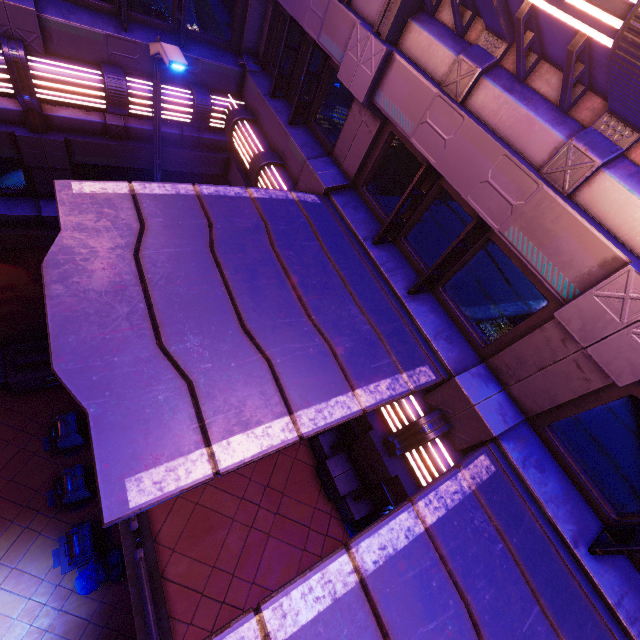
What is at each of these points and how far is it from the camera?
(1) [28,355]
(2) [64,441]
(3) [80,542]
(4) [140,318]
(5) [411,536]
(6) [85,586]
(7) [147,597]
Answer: (1) generator, 11.2 meters
(2) trash can, 10.6 meters
(3) trash can, 9.2 meters
(4) awning, 3.4 meters
(5) awning, 3.1 meters
(6) trash bag, 9.2 meters
(7) railing, 4.8 meters

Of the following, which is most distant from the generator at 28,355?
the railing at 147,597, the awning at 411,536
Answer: the awning at 411,536

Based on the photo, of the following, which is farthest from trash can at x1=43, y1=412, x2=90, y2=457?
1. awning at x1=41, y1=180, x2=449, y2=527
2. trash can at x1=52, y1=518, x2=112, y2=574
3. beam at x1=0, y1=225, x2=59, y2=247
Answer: awning at x1=41, y1=180, x2=449, y2=527

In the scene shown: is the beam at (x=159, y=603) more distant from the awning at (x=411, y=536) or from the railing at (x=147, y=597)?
the awning at (x=411, y=536)

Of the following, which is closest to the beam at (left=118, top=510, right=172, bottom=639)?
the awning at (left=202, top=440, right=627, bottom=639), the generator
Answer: the generator

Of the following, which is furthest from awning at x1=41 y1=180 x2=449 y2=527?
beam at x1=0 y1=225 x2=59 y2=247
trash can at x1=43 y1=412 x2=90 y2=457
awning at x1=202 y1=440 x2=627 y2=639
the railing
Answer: trash can at x1=43 y1=412 x2=90 y2=457

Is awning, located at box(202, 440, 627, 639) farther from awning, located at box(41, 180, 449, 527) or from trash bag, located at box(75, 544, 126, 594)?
trash bag, located at box(75, 544, 126, 594)

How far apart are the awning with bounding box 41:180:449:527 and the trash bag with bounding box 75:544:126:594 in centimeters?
1006cm
